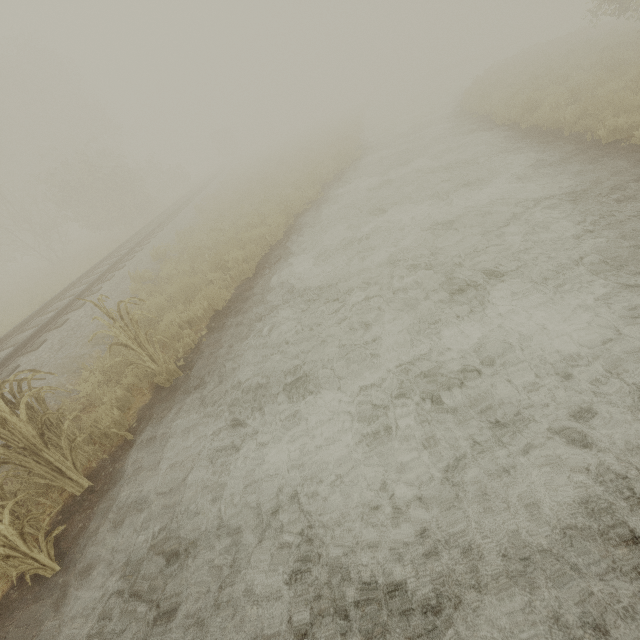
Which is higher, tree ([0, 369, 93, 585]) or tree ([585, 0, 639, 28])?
tree ([585, 0, 639, 28])

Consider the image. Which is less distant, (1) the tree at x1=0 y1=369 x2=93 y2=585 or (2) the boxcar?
(1) the tree at x1=0 y1=369 x2=93 y2=585

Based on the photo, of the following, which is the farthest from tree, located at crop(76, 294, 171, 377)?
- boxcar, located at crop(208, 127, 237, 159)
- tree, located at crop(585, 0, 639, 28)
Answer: boxcar, located at crop(208, 127, 237, 159)

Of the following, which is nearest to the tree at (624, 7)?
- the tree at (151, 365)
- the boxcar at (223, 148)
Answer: the tree at (151, 365)

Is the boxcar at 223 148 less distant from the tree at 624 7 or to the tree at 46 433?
the tree at 624 7

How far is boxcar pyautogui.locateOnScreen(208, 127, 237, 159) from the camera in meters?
55.7

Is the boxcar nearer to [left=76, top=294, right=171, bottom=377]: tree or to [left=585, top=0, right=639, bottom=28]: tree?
[left=585, top=0, right=639, bottom=28]: tree

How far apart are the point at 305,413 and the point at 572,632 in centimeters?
285cm
